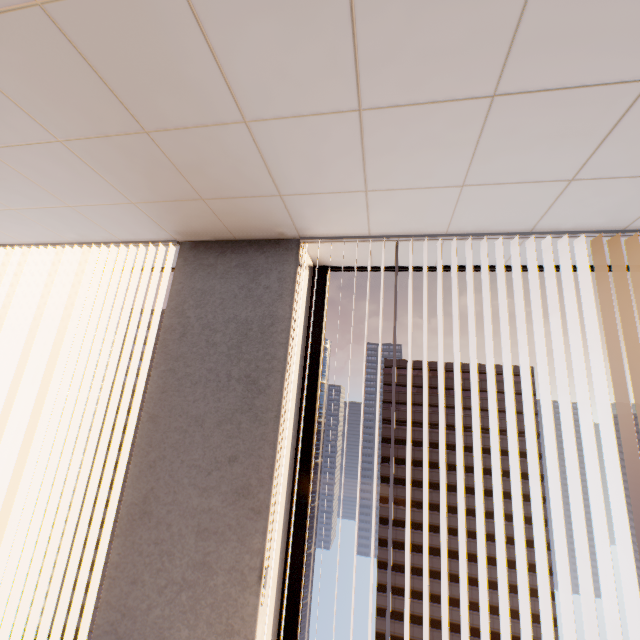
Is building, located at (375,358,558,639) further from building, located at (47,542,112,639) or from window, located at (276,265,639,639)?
window, located at (276,265,639,639)

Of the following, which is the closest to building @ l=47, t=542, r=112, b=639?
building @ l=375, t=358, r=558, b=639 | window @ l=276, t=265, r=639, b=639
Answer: building @ l=375, t=358, r=558, b=639

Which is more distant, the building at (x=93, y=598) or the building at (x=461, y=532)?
the building at (x=93, y=598)

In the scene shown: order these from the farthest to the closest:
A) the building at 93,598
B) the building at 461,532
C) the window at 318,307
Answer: the building at 93,598
the building at 461,532
the window at 318,307

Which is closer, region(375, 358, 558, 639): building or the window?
the window

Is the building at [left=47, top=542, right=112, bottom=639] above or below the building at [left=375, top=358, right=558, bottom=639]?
below

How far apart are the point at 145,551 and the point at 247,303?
1.6m
